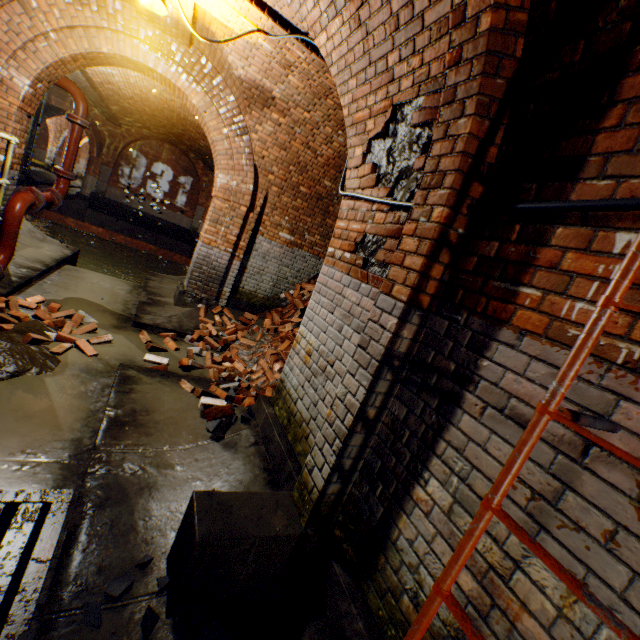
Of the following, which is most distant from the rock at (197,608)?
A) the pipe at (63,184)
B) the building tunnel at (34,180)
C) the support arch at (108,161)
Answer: the building tunnel at (34,180)

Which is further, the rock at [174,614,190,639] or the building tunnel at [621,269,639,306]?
the rock at [174,614,190,639]

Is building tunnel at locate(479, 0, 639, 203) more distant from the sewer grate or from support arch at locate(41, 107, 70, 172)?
support arch at locate(41, 107, 70, 172)

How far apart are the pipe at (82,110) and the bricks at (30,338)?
3.54m

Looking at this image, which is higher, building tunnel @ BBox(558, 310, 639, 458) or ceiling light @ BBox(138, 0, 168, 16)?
ceiling light @ BBox(138, 0, 168, 16)

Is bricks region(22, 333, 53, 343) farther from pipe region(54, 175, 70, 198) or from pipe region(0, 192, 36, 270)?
pipe region(54, 175, 70, 198)

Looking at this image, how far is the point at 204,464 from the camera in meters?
2.8 m

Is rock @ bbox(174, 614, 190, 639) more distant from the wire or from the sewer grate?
the wire
